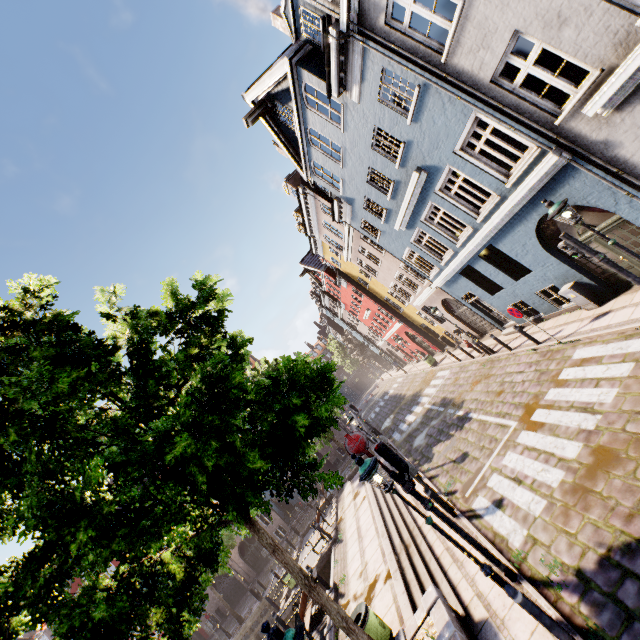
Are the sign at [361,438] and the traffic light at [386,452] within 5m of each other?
yes

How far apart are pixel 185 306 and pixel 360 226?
12.2 meters

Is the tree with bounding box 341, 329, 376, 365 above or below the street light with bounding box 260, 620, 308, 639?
above

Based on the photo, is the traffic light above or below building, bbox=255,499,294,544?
above

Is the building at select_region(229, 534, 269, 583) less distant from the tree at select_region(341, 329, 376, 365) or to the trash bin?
the tree at select_region(341, 329, 376, 365)

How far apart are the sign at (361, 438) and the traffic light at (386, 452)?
0.2m

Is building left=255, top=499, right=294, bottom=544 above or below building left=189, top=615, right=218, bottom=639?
above

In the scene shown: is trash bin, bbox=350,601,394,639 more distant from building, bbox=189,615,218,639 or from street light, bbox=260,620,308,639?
building, bbox=189,615,218,639
